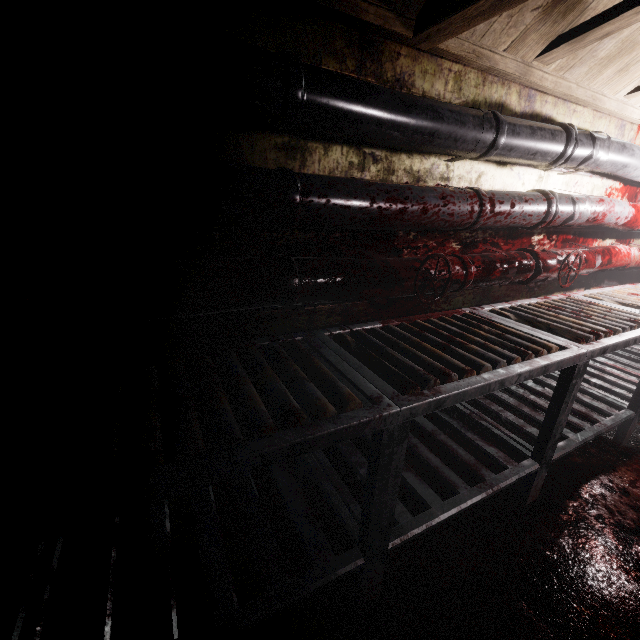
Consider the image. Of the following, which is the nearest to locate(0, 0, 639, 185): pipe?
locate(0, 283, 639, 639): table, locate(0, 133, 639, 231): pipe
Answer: locate(0, 133, 639, 231): pipe

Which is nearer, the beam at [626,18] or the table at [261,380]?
the table at [261,380]

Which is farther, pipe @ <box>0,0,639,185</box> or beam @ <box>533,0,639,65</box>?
beam @ <box>533,0,639,65</box>

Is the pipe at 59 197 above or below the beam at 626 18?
below

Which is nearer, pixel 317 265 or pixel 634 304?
pixel 317 265

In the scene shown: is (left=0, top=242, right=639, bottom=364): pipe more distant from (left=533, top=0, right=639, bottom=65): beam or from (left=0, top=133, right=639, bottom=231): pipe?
(left=533, top=0, right=639, bottom=65): beam

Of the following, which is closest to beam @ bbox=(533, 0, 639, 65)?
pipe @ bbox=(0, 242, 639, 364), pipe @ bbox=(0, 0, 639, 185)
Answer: pipe @ bbox=(0, 0, 639, 185)

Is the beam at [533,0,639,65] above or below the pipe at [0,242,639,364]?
above
